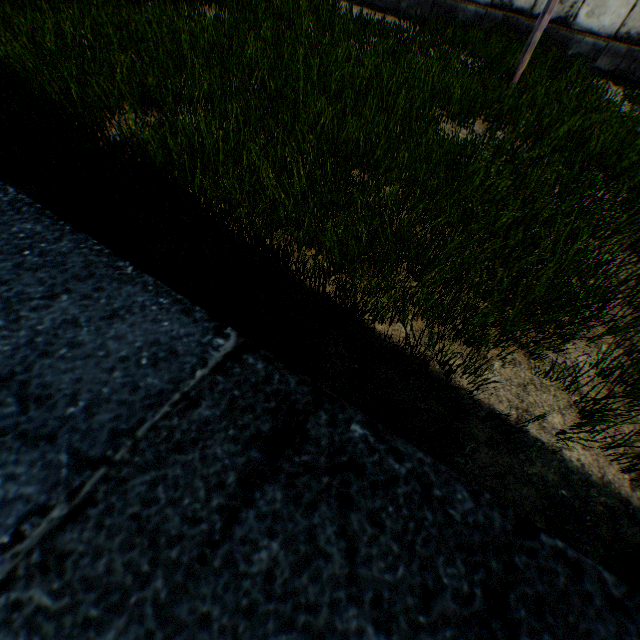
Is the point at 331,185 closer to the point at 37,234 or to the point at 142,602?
the point at 37,234
